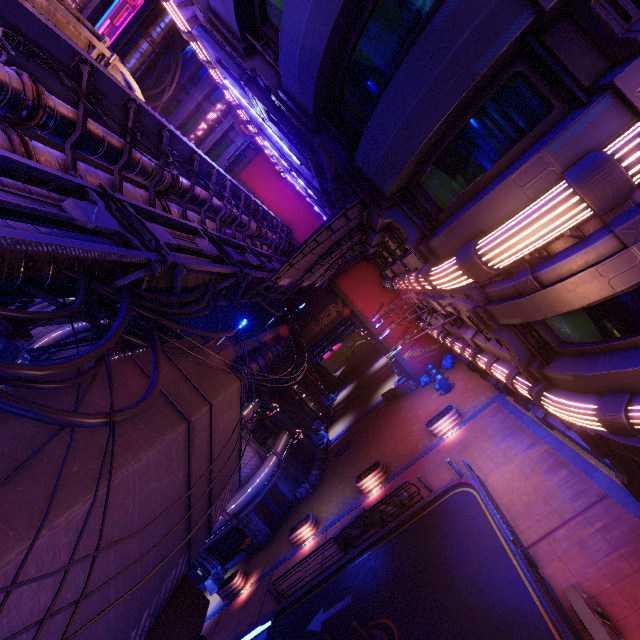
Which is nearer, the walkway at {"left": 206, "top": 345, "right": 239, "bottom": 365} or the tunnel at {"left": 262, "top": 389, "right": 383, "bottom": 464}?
the walkway at {"left": 206, "top": 345, "right": 239, "bottom": 365}

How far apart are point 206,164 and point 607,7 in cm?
1253

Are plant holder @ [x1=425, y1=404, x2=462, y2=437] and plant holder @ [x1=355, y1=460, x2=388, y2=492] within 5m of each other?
yes

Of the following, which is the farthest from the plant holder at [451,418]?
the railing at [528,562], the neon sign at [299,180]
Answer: the neon sign at [299,180]

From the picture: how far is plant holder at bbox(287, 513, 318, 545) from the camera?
21.9m

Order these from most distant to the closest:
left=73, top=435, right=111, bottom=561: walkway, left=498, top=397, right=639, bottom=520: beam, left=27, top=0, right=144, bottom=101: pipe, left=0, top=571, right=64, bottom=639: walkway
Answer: left=27, top=0, right=144, bottom=101: pipe
left=498, top=397, right=639, bottom=520: beam
left=73, top=435, right=111, bottom=561: walkway
left=0, top=571, right=64, bottom=639: walkway

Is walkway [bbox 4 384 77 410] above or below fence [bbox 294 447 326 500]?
above

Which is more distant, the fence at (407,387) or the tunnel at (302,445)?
the tunnel at (302,445)
